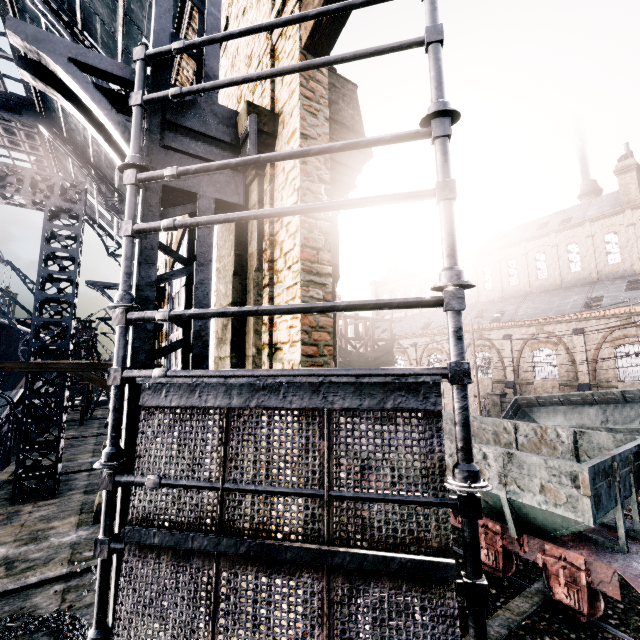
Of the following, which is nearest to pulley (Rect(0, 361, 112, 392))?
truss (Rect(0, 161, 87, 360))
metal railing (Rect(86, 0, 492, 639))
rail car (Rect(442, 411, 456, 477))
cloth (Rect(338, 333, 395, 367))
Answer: truss (Rect(0, 161, 87, 360))

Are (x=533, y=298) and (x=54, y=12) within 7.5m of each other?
no

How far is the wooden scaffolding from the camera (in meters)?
26.88

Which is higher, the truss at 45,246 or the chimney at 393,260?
the chimney at 393,260

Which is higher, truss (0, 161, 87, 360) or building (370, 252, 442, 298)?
building (370, 252, 442, 298)

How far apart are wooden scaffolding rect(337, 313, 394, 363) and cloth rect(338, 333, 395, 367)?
0.0 meters

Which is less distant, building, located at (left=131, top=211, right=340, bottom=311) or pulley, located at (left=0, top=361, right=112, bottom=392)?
building, located at (left=131, top=211, right=340, bottom=311)

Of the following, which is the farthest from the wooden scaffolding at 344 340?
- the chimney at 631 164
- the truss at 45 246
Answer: the chimney at 631 164
